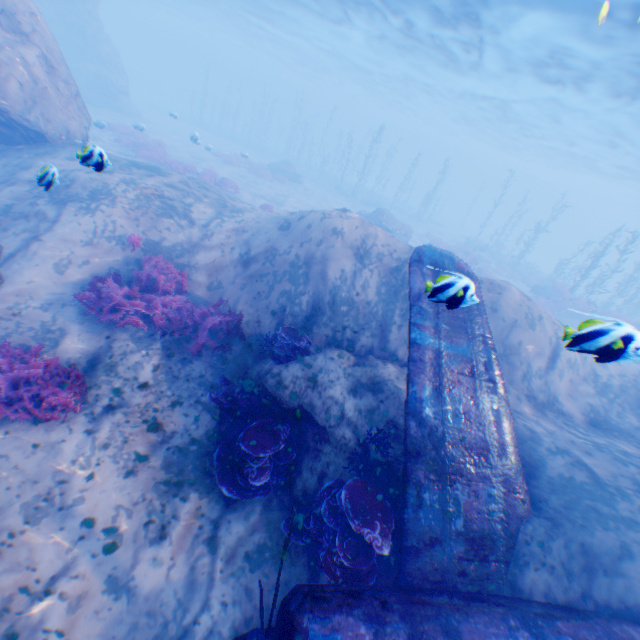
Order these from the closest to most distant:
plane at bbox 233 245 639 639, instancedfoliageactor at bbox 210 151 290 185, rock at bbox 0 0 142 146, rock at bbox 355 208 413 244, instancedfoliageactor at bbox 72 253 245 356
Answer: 1. plane at bbox 233 245 639 639
2. instancedfoliageactor at bbox 72 253 245 356
3. rock at bbox 0 0 142 146
4. rock at bbox 355 208 413 244
5. instancedfoliageactor at bbox 210 151 290 185

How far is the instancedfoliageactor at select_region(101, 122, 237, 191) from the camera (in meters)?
19.75

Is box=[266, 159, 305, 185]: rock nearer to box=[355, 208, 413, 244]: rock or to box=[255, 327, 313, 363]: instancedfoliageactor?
box=[355, 208, 413, 244]: rock

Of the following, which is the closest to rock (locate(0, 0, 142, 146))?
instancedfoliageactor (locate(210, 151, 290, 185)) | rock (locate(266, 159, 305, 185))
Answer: instancedfoliageactor (locate(210, 151, 290, 185))

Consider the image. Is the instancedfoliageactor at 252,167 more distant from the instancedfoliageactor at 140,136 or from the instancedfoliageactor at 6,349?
the instancedfoliageactor at 6,349

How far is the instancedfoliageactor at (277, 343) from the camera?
7.2m

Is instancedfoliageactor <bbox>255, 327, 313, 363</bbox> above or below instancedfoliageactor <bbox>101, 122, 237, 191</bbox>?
above

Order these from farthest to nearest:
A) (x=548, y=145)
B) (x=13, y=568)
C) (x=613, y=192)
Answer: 1. (x=613, y=192)
2. (x=548, y=145)
3. (x=13, y=568)
